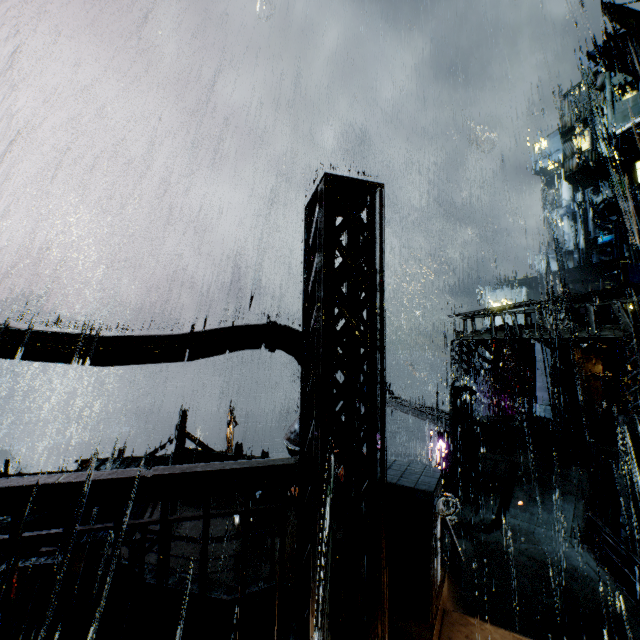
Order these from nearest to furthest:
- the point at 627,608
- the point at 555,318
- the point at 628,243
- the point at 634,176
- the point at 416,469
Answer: the point at 416,469 < the point at 627,608 < the point at 555,318 < the point at 634,176 < the point at 628,243

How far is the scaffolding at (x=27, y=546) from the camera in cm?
416

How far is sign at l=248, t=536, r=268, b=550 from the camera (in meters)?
9.41

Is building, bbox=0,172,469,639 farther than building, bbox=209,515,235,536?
No

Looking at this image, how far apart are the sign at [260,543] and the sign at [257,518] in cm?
16

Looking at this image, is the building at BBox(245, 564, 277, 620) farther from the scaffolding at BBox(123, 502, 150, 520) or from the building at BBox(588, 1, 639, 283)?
the building at BBox(588, 1, 639, 283)

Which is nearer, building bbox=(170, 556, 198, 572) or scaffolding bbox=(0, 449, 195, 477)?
scaffolding bbox=(0, 449, 195, 477)

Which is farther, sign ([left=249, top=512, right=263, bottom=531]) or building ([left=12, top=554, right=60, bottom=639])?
sign ([left=249, top=512, right=263, bottom=531])
